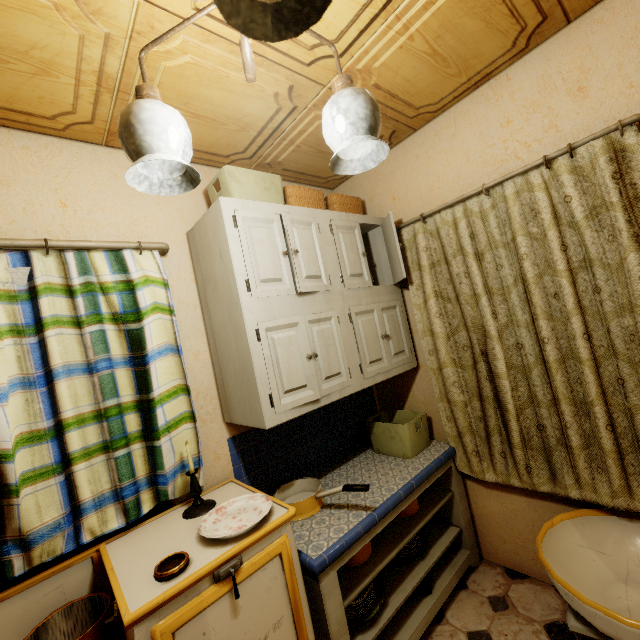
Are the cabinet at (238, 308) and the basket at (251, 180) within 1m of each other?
yes

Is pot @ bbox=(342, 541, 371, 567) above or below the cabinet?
below

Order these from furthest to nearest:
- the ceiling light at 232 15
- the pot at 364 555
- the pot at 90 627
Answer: the pot at 364 555 < the pot at 90 627 < the ceiling light at 232 15

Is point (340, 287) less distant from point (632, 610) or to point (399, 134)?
point (399, 134)

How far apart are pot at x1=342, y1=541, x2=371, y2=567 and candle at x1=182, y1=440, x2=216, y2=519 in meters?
0.7 m

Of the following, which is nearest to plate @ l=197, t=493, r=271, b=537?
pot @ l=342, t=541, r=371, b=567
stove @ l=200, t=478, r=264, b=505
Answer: stove @ l=200, t=478, r=264, b=505

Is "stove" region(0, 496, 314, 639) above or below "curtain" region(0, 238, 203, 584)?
below

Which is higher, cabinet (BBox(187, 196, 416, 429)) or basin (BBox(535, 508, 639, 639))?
cabinet (BBox(187, 196, 416, 429))
